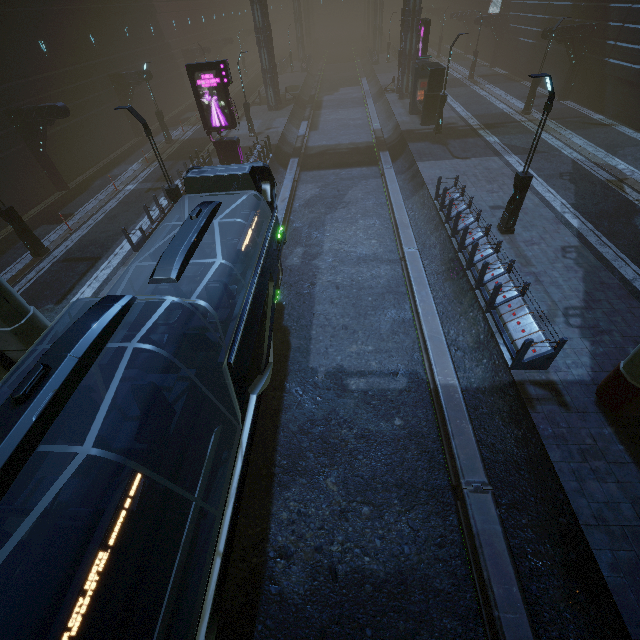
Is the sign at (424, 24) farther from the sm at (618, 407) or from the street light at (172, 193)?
the sm at (618, 407)

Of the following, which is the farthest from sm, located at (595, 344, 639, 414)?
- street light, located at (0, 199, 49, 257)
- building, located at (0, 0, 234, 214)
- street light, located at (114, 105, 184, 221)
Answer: street light, located at (0, 199, 49, 257)

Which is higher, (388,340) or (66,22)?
(66,22)

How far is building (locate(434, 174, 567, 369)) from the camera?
8.9m

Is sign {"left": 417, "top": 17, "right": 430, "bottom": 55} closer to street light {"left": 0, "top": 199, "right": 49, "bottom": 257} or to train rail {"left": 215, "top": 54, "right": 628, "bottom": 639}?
train rail {"left": 215, "top": 54, "right": 628, "bottom": 639}

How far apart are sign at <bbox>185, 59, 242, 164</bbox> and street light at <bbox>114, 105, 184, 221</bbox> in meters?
6.8 m

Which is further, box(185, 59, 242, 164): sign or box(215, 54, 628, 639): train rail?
box(185, 59, 242, 164): sign

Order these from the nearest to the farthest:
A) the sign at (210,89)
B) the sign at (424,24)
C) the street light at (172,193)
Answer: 1. the street light at (172,193)
2. the sign at (210,89)
3. the sign at (424,24)
